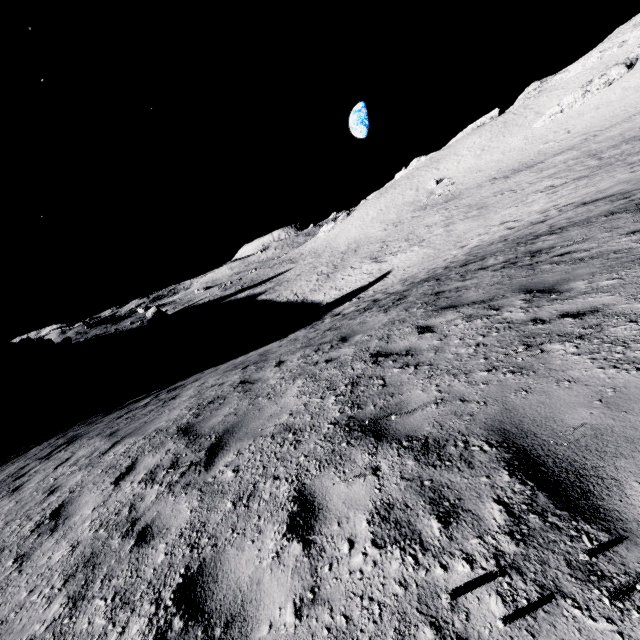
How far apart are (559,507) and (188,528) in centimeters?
332cm
